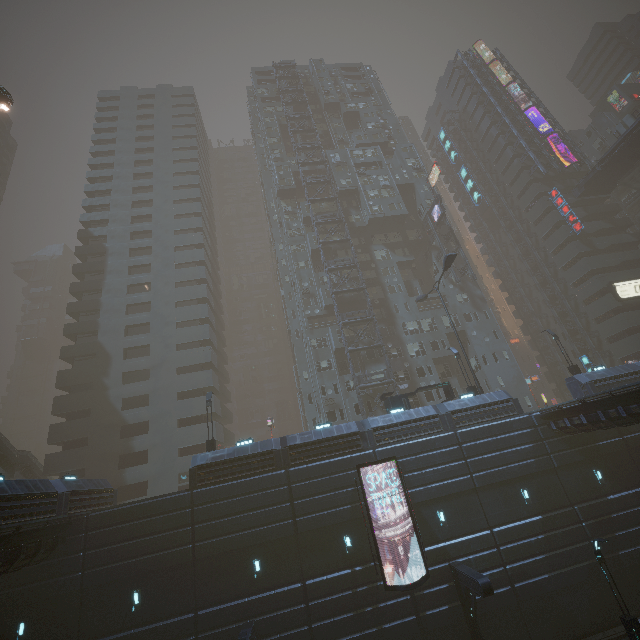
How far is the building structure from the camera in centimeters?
3594cm

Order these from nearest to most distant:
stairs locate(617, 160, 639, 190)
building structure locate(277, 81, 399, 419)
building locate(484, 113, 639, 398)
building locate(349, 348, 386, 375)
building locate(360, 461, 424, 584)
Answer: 1. building locate(360, 461, 424, 584)
2. building structure locate(277, 81, 399, 419)
3. building locate(349, 348, 386, 375)
4. building locate(484, 113, 639, 398)
5. stairs locate(617, 160, 639, 190)

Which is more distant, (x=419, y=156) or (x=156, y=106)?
(x=156, y=106)

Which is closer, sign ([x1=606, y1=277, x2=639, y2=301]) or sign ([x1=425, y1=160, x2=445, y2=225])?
sign ([x1=606, y1=277, x2=639, y2=301])

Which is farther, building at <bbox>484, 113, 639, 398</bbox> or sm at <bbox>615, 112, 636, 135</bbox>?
sm at <bbox>615, 112, 636, 135</bbox>

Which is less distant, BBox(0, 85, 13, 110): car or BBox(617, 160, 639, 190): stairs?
BBox(0, 85, 13, 110): car

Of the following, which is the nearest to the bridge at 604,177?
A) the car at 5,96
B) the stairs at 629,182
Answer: the stairs at 629,182

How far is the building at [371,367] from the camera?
37.62m
